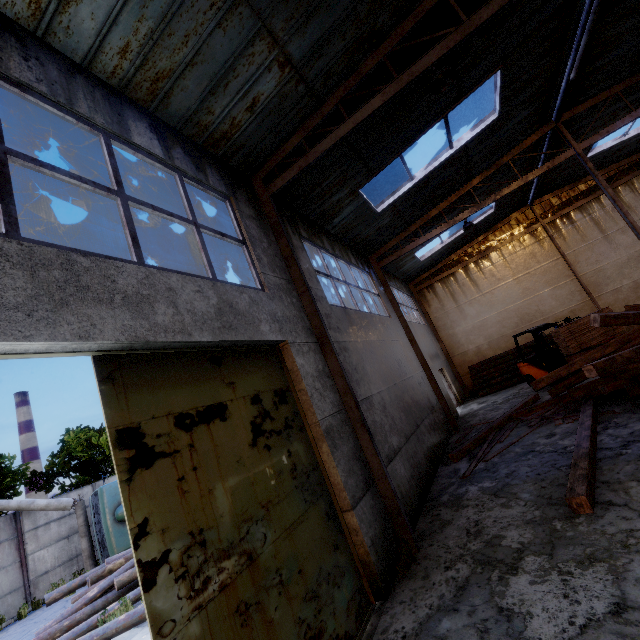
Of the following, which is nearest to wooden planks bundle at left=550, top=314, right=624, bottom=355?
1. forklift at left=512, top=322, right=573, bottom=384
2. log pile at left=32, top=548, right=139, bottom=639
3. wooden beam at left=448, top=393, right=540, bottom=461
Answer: forklift at left=512, top=322, right=573, bottom=384

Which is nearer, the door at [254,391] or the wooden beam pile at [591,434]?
the door at [254,391]

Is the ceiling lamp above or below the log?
above

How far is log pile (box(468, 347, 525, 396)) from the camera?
16.5m

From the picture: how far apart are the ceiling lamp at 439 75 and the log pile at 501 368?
15.0 meters

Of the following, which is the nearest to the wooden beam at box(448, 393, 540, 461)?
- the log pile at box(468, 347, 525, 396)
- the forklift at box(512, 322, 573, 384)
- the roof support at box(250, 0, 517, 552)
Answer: the forklift at box(512, 322, 573, 384)

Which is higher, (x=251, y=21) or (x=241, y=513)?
(x=251, y=21)

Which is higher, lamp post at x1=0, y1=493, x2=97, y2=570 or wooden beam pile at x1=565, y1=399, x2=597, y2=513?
lamp post at x1=0, y1=493, x2=97, y2=570
